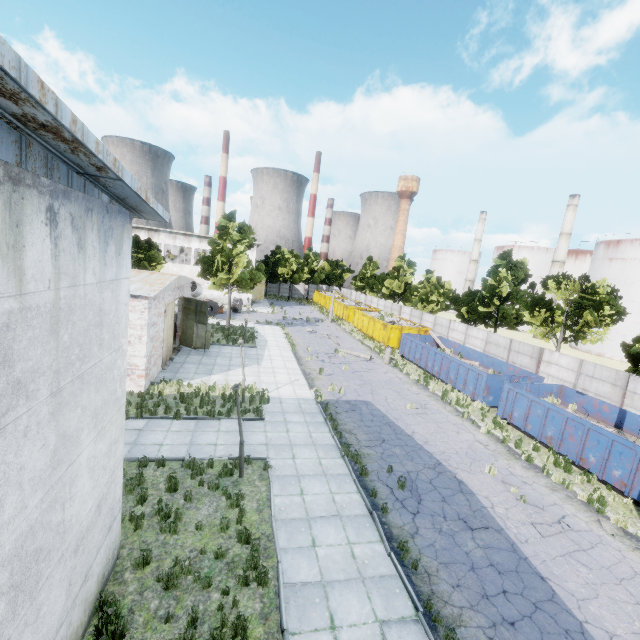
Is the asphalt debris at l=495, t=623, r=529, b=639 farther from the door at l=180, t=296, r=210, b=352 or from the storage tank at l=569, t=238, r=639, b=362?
the storage tank at l=569, t=238, r=639, b=362

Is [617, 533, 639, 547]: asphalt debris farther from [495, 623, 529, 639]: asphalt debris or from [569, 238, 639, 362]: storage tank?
[569, 238, 639, 362]: storage tank

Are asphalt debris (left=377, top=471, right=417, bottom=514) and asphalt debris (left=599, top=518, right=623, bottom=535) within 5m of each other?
no

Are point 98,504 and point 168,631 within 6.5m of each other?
yes

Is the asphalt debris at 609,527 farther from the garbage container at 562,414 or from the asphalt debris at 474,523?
the garbage container at 562,414

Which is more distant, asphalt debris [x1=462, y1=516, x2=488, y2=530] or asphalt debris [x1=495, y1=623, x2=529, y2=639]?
asphalt debris [x1=462, y1=516, x2=488, y2=530]

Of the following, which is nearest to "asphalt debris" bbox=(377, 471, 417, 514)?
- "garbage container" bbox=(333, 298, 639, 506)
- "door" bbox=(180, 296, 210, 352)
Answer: "garbage container" bbox=(333, 298, 639, 506)

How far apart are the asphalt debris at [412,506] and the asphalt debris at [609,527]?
6.2m
